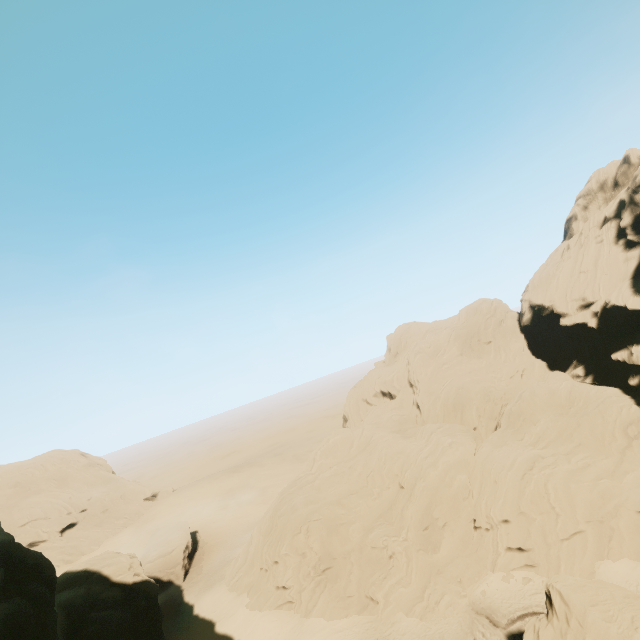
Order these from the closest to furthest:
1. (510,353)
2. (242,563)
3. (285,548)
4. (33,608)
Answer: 1. (33,608)
2. (285,548)
3. (242,563)
4. (510,353)

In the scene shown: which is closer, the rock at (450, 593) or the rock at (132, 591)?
the rock at (132, 591)

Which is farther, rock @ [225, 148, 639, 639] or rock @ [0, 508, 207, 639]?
rock @ [225, 148, 639, 639]
